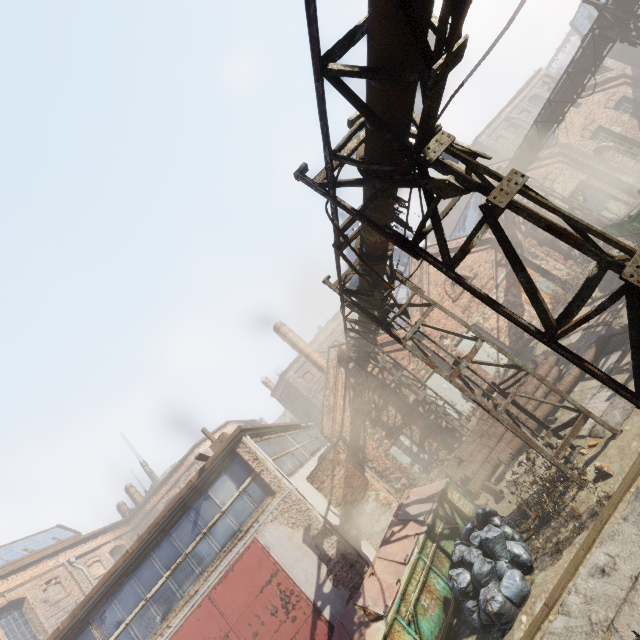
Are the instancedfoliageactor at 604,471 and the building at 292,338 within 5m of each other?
no

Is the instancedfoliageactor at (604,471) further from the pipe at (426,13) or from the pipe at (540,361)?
the pipe at (426,13)

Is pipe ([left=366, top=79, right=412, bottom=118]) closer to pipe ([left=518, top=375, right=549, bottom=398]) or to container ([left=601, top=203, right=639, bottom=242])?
container ([left=601, top=203, right=639, bottom=242])

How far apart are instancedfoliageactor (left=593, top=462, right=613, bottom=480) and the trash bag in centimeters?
141cm

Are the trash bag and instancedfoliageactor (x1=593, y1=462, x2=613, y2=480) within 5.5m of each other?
yes

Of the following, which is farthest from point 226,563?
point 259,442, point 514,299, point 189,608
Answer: point 514,299

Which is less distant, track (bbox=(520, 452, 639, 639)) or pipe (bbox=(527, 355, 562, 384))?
track (bbox=(520, 452, 639, 639))

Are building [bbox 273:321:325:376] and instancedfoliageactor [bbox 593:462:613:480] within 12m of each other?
no
